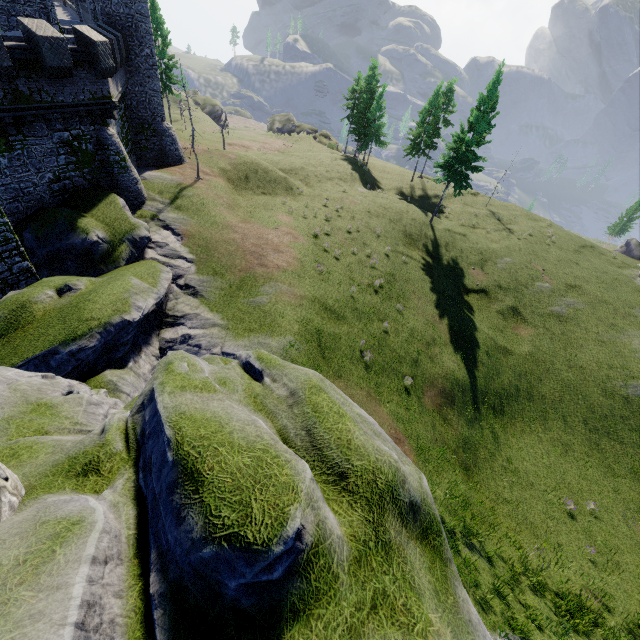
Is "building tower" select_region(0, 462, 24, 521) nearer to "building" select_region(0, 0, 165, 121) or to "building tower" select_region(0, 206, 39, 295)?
"building tower" select_region(0, 206, 39, 295)

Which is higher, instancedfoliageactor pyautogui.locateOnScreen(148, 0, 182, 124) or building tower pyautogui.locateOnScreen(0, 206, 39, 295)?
instancedfoliageactor pyautogui.locateOnScreen(148, 0, 182, 124)

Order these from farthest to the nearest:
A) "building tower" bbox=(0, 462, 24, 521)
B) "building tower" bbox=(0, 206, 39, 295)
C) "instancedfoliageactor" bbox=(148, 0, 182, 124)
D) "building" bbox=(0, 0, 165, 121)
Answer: "instancedfoliageactor" bbox=(148, 0, 182, 124), "building" bbox=(0, 0, 165, 121), "building tower" bbox=(0, 206, 39, 295), "building tower" bbox=(0, 462, 24, 521)

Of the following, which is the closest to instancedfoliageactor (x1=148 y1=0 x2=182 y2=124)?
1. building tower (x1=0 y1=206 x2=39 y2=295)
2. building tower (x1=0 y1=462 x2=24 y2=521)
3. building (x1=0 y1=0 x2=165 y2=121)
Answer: building (x1=0 y1=0 x2=165 y2=121)

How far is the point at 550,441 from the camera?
23.1 meters

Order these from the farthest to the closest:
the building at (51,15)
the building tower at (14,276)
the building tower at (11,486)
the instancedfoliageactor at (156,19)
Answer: the instancedfoliageactor at (156,19), the building at (51,15), the building tower at (14,276), the building tower at (11,486)

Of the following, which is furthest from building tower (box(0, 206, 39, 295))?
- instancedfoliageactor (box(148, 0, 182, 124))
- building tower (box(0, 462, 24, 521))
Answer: instancedfoliageactor (box(148, 0, 182, 124))

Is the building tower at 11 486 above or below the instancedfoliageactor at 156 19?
below
